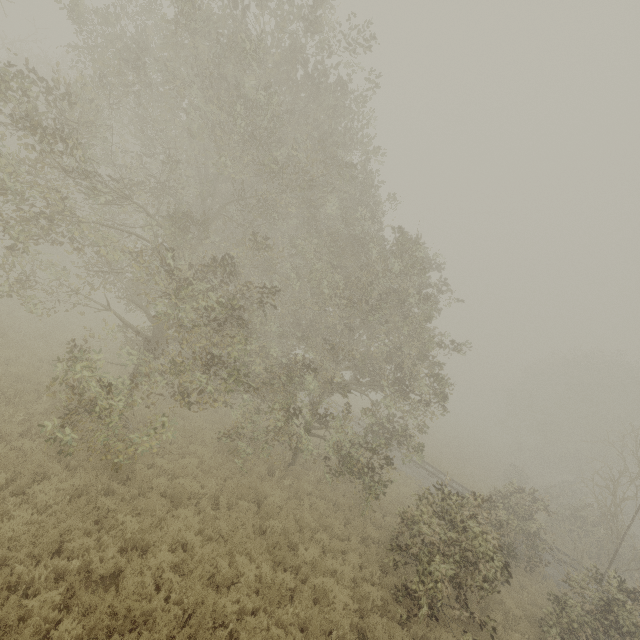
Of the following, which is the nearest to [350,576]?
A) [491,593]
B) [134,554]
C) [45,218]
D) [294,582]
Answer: [294,582]

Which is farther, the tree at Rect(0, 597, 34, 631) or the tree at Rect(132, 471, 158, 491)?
the tree at Rect(132, 471, 158, 491)

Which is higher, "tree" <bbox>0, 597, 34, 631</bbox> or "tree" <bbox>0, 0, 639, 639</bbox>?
"tree" <bbox>0, 0, 639, 639</bbox>

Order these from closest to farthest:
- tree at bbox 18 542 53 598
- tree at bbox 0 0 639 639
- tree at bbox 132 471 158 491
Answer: tree at bbox 18 542 53 598 → tree at bbox 0 0 639 639 → tree at bbox 132 471 158 491

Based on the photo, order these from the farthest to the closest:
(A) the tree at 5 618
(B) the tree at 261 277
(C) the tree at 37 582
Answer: (B) the tree at 261 277
(C) the tree at 37 582
(A) the tree at 5 618

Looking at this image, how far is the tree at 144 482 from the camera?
9.3 meters

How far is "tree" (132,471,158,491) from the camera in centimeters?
928cm
